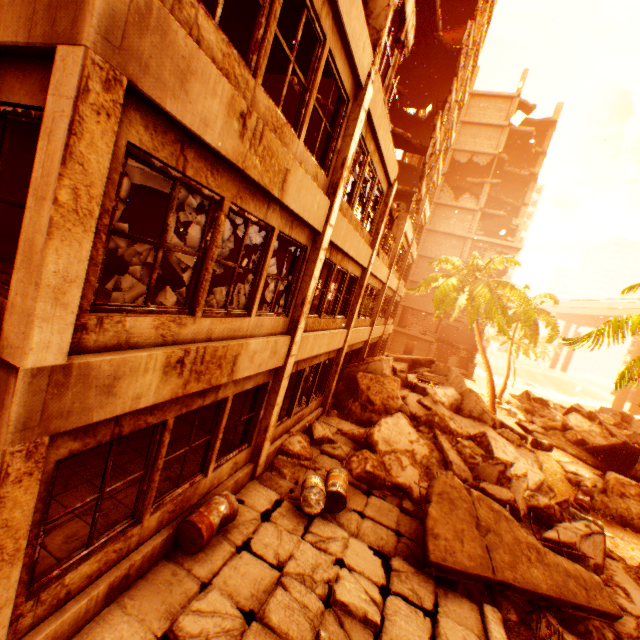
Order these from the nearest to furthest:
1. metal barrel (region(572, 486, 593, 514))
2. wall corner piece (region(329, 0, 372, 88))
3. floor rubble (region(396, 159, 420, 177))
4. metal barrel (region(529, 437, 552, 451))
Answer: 1. wall corner piece (region(329, 0, 372, 88))
2. metal barrel (region(572, 486, 593, 514))
3. metal barrel (region(529, 437, 552, 451))
4. floor rubble (region(396, 159, 420, 177))

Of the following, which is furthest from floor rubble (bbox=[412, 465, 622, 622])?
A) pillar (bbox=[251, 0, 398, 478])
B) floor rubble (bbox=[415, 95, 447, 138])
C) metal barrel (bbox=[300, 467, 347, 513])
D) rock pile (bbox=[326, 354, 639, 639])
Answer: floor rubble (bbox=[415, 95, 447, 138])

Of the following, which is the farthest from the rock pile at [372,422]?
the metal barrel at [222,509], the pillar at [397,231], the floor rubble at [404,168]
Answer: the floor rubble at [404,168]

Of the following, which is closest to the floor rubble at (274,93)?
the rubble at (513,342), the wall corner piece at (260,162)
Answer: the wall corner piece at (260,162)

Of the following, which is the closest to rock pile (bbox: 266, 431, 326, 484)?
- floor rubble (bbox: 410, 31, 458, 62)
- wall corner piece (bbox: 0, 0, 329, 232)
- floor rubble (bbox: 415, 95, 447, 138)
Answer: wall corner piece (bbox: 0, 0, 329, 232)

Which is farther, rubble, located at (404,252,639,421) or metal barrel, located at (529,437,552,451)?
metal barrel, located at (529,437,552,451)

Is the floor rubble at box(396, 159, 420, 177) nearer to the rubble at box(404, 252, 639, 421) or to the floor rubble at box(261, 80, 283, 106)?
the floor rubble at box(261, 80, 283, 106)

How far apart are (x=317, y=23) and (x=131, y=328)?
5.08m
